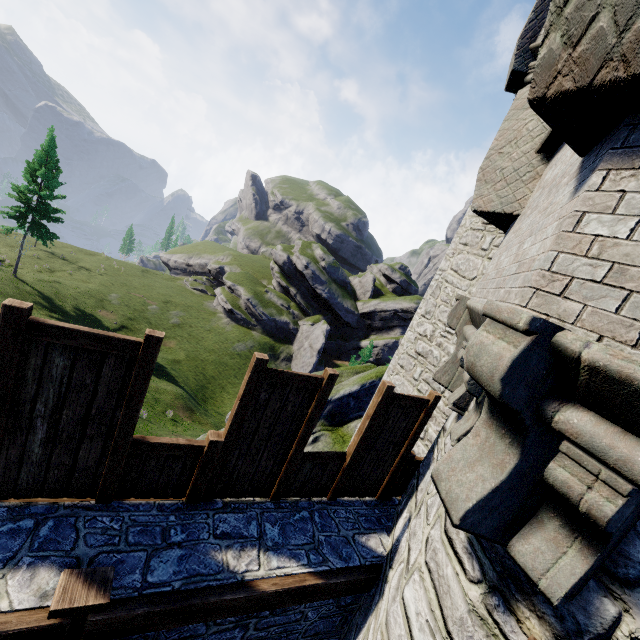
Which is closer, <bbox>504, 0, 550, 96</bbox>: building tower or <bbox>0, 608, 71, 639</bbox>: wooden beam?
<bbox>0, 608, 71, 639</bbox>: wooden beam

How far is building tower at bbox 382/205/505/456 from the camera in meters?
7.6

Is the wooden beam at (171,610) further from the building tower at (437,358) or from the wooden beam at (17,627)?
the building tower at (437,358)

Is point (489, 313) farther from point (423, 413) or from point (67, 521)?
point (67, 521)

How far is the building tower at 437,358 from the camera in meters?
7.6 m

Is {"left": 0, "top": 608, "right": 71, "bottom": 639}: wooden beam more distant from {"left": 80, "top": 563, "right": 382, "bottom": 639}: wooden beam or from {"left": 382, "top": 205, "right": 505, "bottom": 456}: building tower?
{"left": 382, "top": 205, "right": 505, "bottom": 456}: building tower

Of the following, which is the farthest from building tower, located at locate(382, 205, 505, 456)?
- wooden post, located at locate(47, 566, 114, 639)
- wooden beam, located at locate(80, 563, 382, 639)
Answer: wooden post, located at locate(47, 566, 114, 639)
